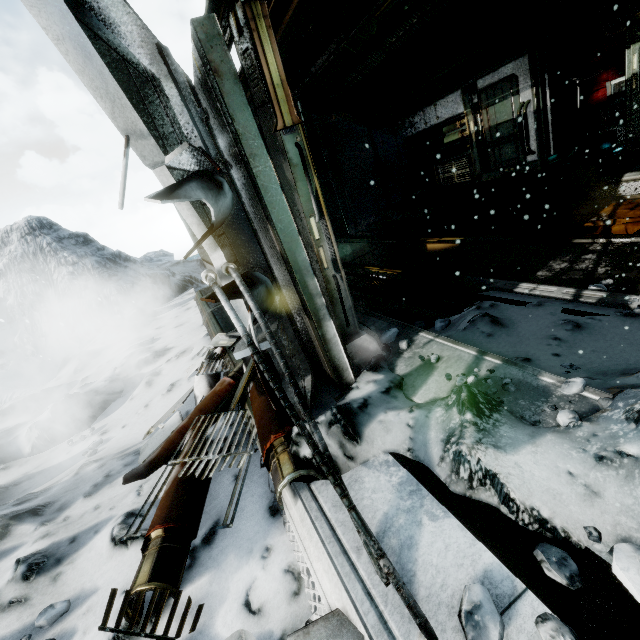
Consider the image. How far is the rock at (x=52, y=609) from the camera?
1.97m

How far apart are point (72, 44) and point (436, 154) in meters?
11.8 m

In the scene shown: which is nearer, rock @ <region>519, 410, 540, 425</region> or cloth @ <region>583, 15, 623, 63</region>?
rock @ <region>519, 410, 540, 425</region>

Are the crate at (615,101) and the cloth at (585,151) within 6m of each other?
yes

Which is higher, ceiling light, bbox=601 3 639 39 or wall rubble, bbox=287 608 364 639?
ceiling light, bbox=601 3 639 39

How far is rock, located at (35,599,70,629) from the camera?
2.0m

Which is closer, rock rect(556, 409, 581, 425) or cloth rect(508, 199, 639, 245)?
rock rect(556, 409, 581, 425)

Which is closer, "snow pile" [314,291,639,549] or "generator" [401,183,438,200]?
"snow pile" [314,291,639,549]
